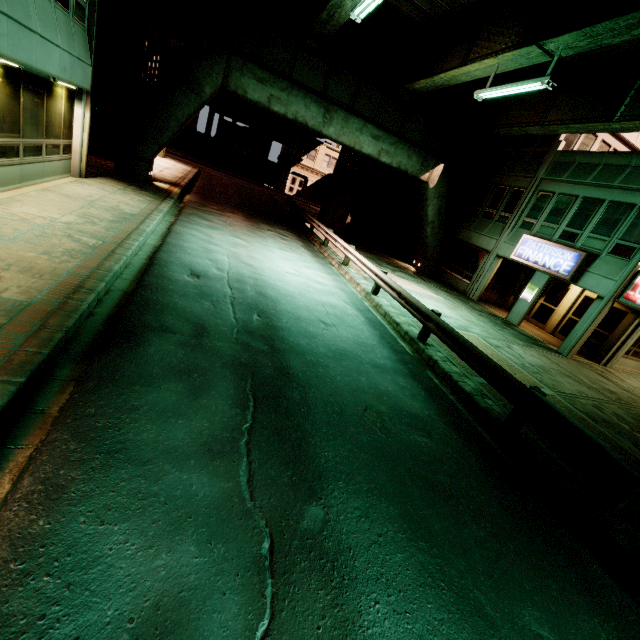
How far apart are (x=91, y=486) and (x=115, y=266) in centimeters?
518cm

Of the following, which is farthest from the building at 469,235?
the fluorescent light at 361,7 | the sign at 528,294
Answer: the fluorescent light at 361,7

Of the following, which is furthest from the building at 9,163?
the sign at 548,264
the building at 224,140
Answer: the building at 224,140

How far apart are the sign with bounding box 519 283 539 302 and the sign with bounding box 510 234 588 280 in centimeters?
99cm

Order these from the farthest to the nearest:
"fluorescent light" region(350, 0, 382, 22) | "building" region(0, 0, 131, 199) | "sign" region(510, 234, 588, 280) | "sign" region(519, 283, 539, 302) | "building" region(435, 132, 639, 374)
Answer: "sign" region(519, 283, 539, 302) → "sign" region(510, 234, 588, 280) → "building" region(435, 132, 639, 374) → "fluorescent light" region(350, 0, 382, 22) → "building" region(0, 0, 131, 199)

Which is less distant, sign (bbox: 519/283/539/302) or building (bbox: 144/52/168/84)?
sign (bbox: 519/283/539/302)

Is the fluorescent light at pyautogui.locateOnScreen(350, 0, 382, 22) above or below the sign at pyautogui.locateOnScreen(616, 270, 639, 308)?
above

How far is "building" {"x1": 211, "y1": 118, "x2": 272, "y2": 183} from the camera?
42.8 meters
